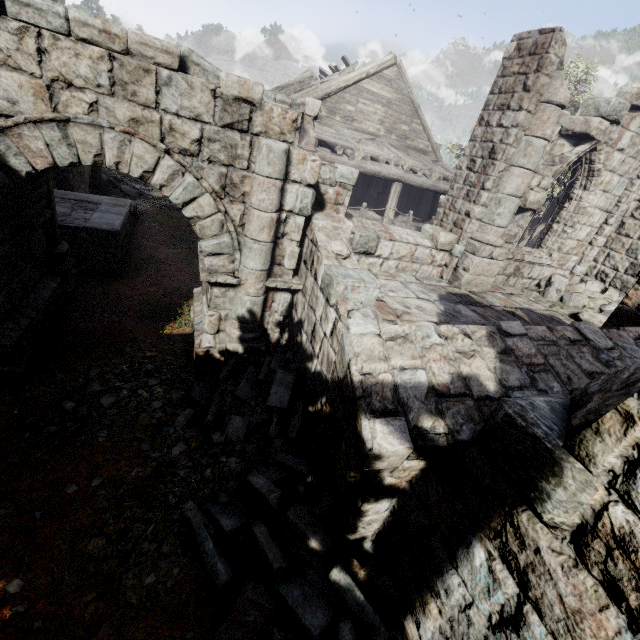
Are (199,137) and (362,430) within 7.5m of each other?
yes

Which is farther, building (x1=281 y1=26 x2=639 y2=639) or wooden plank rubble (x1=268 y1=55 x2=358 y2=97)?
wooden plank rubble (x1=268 y1=55 x2=358 y2=97)

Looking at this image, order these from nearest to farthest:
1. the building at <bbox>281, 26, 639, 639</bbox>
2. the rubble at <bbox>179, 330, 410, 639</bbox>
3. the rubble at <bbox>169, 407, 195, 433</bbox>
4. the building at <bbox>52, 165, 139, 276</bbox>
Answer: the building at <bbox>281, 26, 639, 639</bbox> < the rubble at <bbox>179, 330, 410, 639</bbox> < the rubble at <bbox>169, 407, 195, 433</bbox> < the building at <bbox>52, 165, 139, 276</bbox>

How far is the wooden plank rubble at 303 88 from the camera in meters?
13.6 m

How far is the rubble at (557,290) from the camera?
8.5m

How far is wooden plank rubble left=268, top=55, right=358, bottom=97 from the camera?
13.6 meters

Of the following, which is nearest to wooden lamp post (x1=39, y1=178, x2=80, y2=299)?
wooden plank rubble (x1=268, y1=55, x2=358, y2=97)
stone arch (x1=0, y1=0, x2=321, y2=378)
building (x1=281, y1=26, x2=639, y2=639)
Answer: stone arch (x1=0, y1=0, x2=321, y2=378)

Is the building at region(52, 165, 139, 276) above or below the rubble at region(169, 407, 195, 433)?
above
